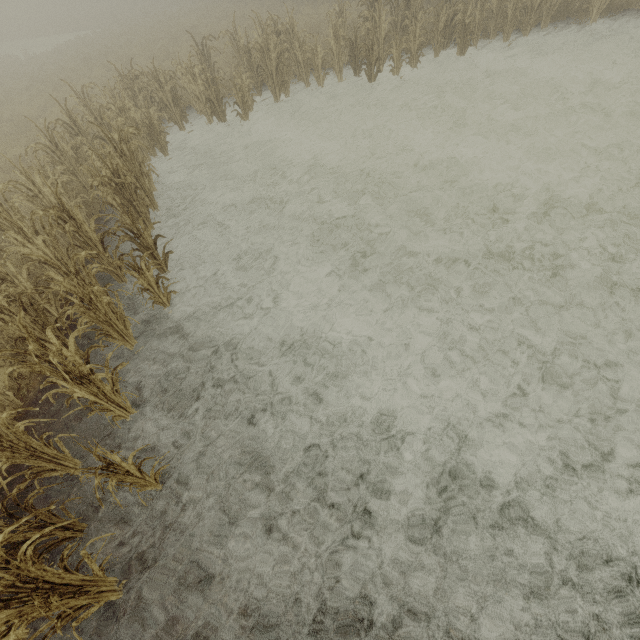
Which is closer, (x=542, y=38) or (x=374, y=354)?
(x=374, y=354)

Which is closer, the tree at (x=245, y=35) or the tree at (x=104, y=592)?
the tree at (x=104, y=592)

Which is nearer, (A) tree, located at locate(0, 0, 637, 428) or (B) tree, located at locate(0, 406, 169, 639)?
(B) tree, located at locate(0, 406, 169, 639)
